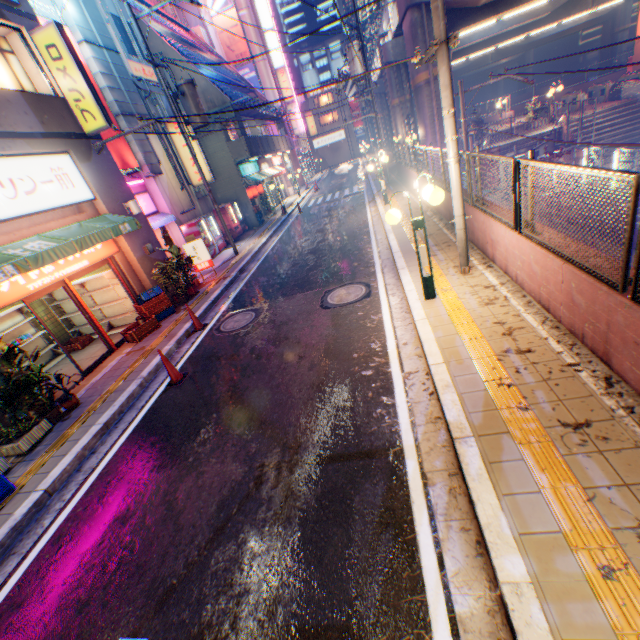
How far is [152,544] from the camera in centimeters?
393cm

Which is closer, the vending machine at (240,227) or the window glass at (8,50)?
the window glass at (8,50)

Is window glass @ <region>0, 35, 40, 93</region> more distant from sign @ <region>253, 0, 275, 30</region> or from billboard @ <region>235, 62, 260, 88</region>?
sign @ <region>253, 0, 275, 30</region>

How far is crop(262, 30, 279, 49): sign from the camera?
35.44m

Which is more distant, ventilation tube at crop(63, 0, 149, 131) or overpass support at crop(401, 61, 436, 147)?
overpass support at crop(401, 61, 436, 147)

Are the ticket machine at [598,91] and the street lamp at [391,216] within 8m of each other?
no

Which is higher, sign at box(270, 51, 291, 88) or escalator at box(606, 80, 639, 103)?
sign at box(270, 51, 291, 88)

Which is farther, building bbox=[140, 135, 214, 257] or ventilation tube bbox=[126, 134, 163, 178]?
building bbox=[140, 135, 214, 257]
